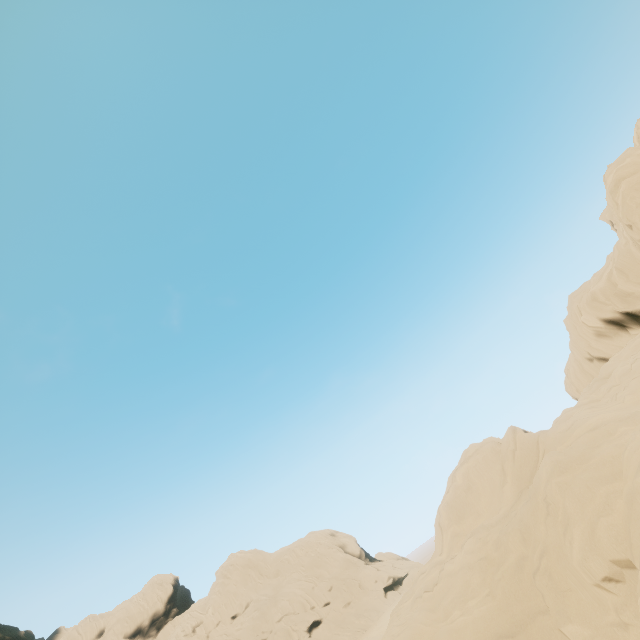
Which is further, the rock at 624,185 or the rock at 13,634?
the rock at 13,634

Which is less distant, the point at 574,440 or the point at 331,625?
the point at 574,440

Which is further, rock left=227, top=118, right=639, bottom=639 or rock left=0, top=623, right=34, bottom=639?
rock left=0, top=623, right=34, bottom=639

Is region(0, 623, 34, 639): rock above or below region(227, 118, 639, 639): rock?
above

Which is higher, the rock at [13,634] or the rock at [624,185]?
the rock at [13,634]
